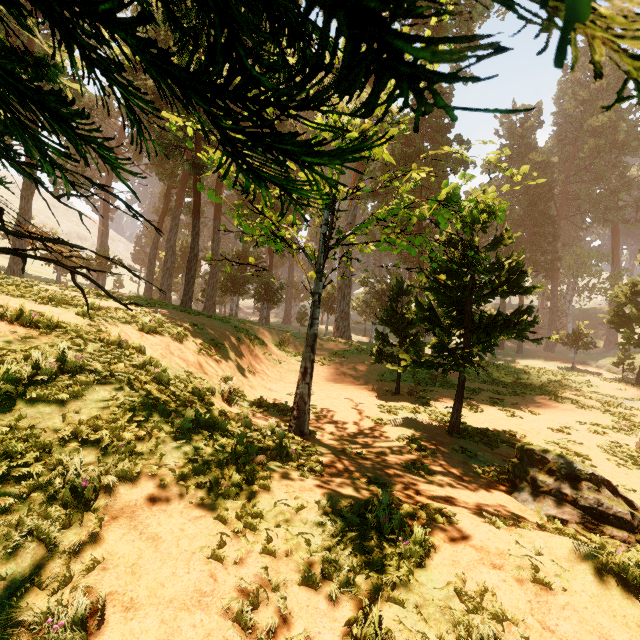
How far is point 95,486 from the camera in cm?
479

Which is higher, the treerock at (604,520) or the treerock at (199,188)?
the treerock at (199,188)

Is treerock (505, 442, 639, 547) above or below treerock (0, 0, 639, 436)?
below

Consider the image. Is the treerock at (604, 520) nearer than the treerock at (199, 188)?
No

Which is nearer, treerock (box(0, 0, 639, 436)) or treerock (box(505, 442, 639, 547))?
treerock (box(0, 0, 639, 436))
